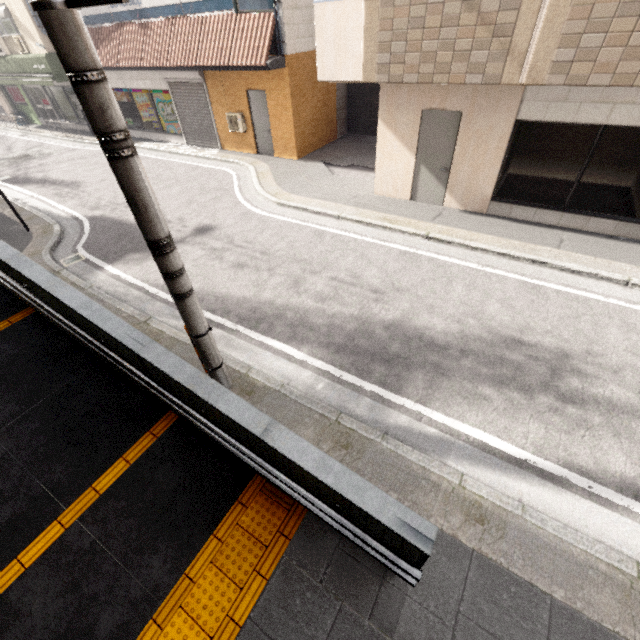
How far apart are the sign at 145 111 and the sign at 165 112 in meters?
0.0

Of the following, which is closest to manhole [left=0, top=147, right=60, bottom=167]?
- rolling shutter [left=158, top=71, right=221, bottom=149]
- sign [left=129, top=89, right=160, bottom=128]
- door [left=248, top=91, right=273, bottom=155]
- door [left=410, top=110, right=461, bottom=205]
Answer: sign [left=129, top=89, right=160, bottom=128]

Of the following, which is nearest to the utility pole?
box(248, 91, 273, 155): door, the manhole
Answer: box(248, 91, 273, 155): door

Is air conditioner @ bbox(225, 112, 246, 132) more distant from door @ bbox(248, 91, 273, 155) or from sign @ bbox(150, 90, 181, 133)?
sign @ bbox(150, 90, 181, 133)

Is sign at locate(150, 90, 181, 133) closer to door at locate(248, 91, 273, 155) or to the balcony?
door at locate(248, 91, 273, 155)

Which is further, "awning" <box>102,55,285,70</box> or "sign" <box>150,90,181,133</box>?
"sign" <box>150,90,181,133</box>

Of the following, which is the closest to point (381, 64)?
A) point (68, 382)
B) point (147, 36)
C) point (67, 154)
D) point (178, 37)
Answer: point (68, 382)

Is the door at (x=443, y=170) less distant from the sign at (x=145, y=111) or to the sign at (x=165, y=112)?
the sign at (x=165, y=112)
